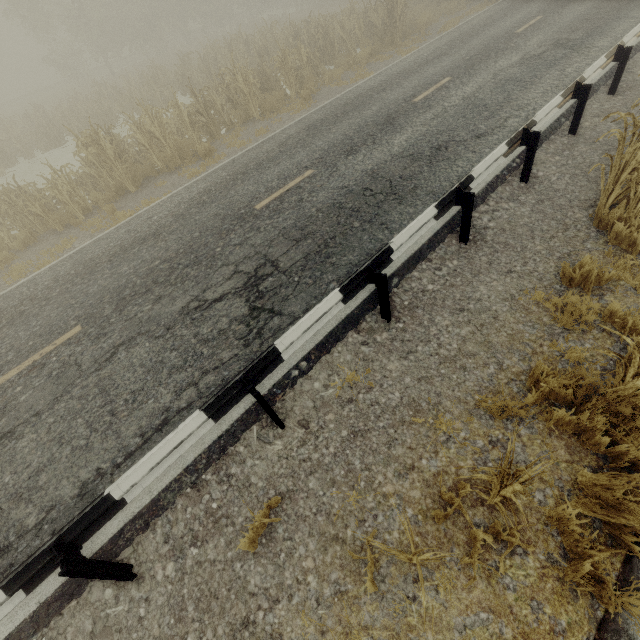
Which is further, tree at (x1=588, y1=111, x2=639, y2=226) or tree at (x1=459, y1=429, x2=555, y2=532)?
tree at (x1=588, y1=111, x2=639, y2=226)

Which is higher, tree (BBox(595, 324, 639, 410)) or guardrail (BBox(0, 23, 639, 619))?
guardrail (BBox(0, 23, 639, 619))

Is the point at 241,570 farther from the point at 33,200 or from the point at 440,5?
the point at 440,5

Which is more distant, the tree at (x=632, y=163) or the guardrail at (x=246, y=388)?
the tree at (x=632, y=163)

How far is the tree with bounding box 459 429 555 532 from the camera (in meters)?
2.13

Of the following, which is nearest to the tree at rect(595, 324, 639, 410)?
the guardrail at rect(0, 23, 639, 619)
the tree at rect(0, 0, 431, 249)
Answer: the guardrail at rect(0, 23, 639, 619)

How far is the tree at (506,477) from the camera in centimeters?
213cm

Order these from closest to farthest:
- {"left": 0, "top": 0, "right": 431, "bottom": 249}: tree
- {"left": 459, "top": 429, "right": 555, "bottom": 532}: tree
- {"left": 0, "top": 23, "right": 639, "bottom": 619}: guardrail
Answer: {"left": 459, "top": 429, "right": 555, "bottom": 532}: tree < {"left": 0, "top": 23, "right": 639, "bottom": 619}: guardrail < {"left": 0, "top": 0, "right": 431, "bottom": 249}: tree
